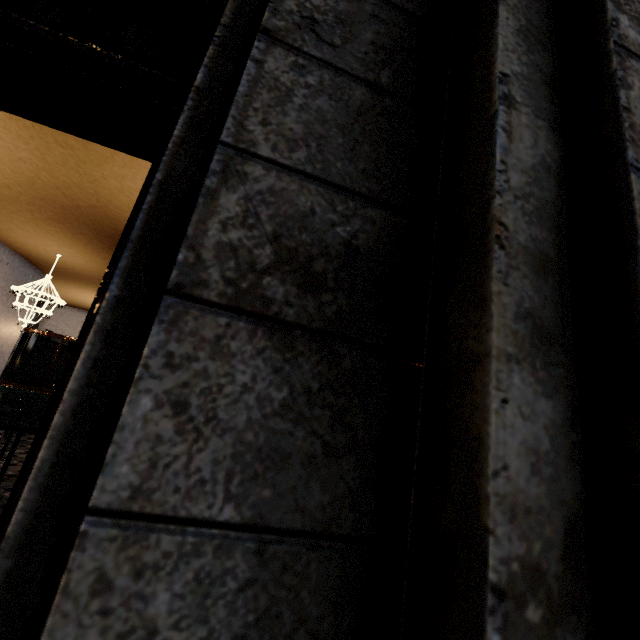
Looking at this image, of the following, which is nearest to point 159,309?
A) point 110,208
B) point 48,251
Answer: point 110,208
